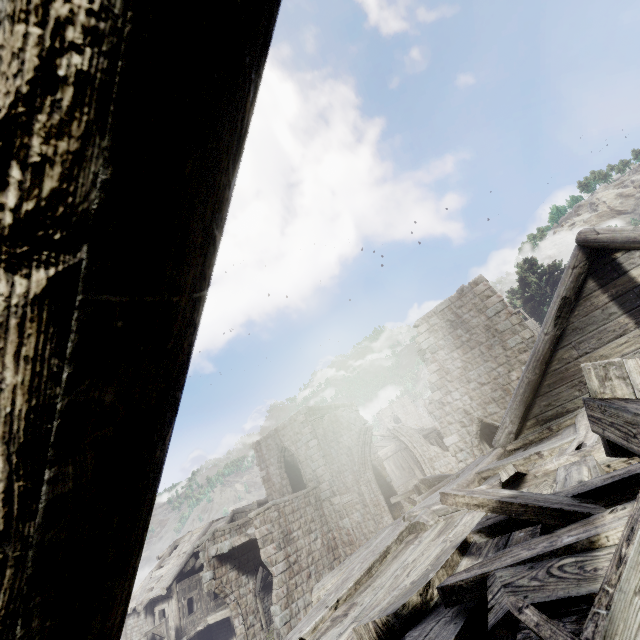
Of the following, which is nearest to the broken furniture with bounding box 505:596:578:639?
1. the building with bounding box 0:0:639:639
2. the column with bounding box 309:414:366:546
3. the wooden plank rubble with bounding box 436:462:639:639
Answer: the wooden plank rubble with bounding box 436:462:639:639

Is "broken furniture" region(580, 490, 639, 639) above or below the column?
below

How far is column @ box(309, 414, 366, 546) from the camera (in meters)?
17.61

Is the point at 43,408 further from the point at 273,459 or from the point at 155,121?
the point at 273,459

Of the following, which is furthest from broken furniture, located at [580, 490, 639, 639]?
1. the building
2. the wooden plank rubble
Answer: the building

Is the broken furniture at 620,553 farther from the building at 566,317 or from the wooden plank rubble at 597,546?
the building at 566,317

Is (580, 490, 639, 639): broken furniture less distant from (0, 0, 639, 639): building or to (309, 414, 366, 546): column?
(0, 0, 639, 639): building

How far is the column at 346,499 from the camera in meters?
17.6 m
